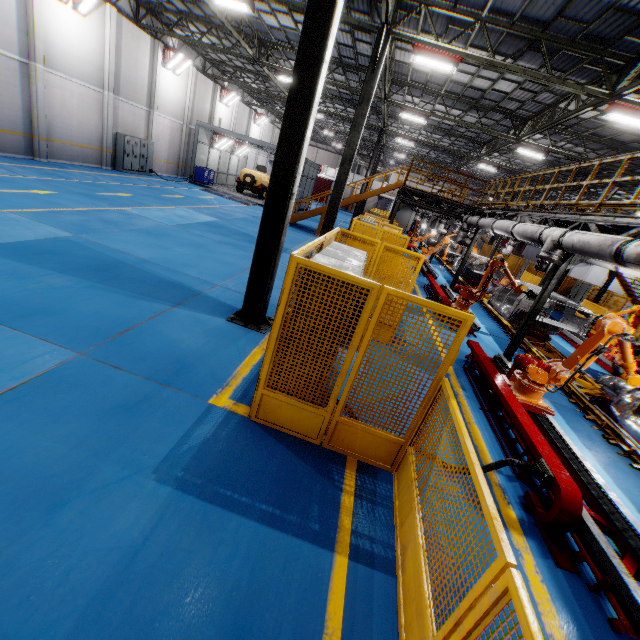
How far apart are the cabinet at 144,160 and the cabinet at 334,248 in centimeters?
2128cm

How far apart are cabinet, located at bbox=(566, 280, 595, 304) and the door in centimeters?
4220cm

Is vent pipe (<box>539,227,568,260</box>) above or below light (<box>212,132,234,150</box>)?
below

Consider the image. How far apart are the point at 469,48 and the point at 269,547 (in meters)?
16.82

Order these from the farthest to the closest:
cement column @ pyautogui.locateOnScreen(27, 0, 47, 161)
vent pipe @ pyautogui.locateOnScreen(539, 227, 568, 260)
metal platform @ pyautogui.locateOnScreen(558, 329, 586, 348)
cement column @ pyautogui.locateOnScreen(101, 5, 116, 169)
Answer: cement column @ pyautogui.locateOnScreen(101, 5, 116, 169) < cement column @ pyautogui.locateOnScreen(27, 0, 47, 161) < metal platform @ pyautogui.locateOnScreen(558, 329, 586, 348) < vent pipe @ pyautogui.locateOnScreen(539, 227, 568, 260)

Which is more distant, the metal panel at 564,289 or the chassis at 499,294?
the metal panel at 564,289

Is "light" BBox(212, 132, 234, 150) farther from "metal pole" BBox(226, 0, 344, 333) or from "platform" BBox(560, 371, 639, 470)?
"metal pole" BBox(226, 0, 344, 333)

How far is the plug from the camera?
4.0m
